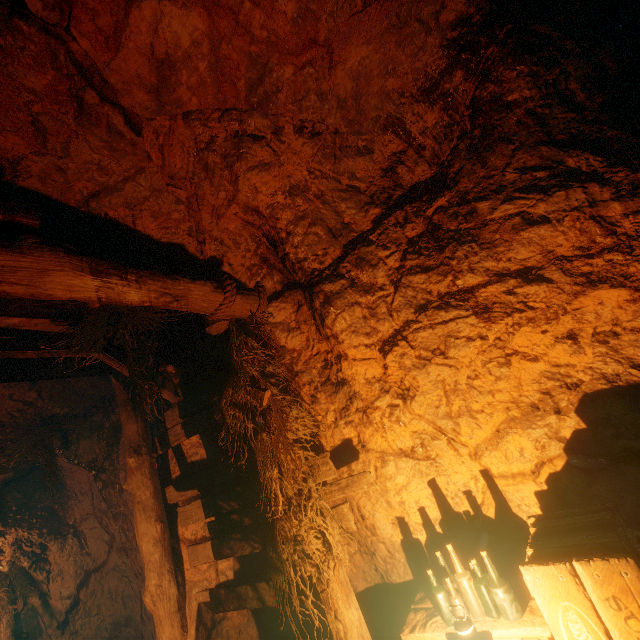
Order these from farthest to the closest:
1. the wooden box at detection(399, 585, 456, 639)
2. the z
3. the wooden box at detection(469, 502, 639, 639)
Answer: the z → the wooden box at detection(399, 585, 456, 639) → the wooden box at detection(469, 502, 639, 639)

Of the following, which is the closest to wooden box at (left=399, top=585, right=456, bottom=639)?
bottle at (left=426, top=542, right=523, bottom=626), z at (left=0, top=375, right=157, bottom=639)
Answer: bottle at (left=426, top=542, right=523, bottom=626)

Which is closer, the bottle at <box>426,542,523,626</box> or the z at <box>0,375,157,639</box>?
the bottle at <box>426,542,523,626</box>

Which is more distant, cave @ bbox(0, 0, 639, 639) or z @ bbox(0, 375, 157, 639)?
z @ bbox(0, 375, 157, 639)

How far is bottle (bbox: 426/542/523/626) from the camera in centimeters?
218cm

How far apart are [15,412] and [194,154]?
5.36m

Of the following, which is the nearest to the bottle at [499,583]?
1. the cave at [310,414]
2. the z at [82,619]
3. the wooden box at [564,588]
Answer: the wooden box at [564,588]

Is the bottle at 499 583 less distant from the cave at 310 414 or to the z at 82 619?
the cave at 310 414
